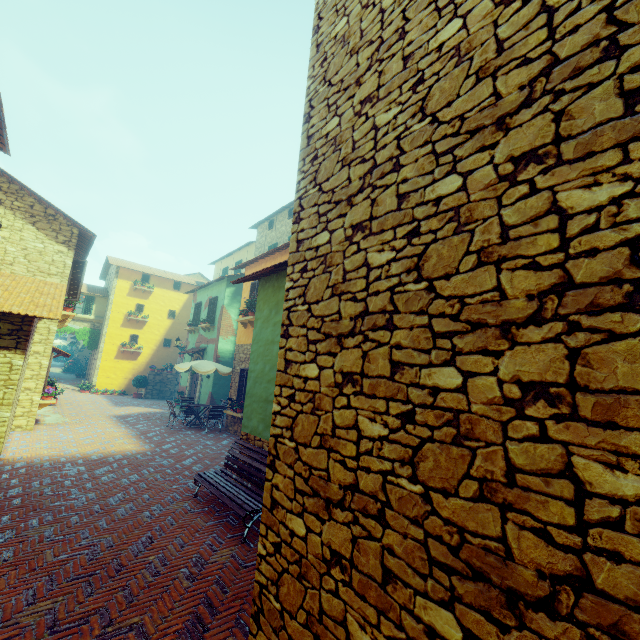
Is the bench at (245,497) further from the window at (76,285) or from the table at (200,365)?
the table at (200,365)

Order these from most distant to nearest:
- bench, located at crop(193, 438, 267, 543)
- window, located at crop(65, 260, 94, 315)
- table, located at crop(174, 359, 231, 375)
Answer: table, located at crop(174, 359, 231, 375)
window, located at crop(65, 260, 94, 315)
bench, located at crop(193, 438, 267, 543)

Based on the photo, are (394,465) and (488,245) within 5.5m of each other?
yes

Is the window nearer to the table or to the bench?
the table

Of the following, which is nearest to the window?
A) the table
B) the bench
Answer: the table

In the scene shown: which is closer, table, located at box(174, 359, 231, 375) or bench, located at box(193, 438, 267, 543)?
bench, located at box(193, 438, 267, 543)

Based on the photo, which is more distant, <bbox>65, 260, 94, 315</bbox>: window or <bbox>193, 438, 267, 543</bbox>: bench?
<bbox>65, 260, 94, 315</bbox>: window
